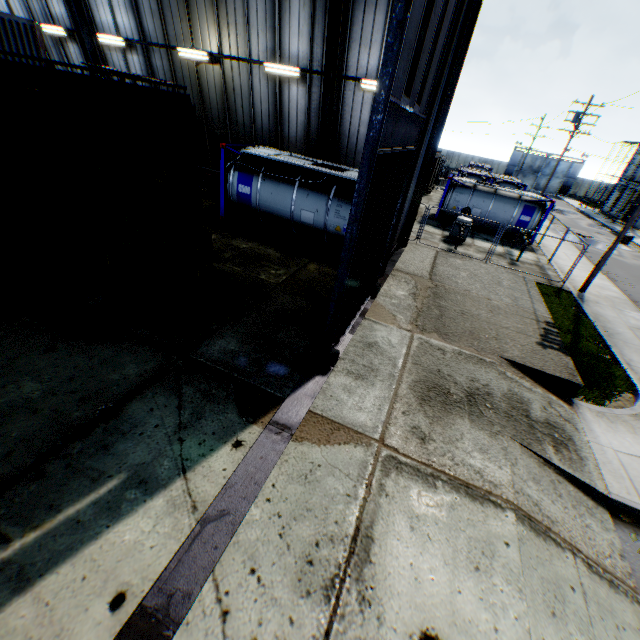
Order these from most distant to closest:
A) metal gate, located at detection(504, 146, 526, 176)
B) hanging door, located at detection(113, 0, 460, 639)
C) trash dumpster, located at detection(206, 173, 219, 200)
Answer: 1. metal gate, located at detection(504, 146, 526, 176)
2. trash dumpster, located at detection(206, 173, 219, 200)
3. hanging door, located at detection(113, 0, 460, 639)

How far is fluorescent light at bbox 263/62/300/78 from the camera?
12.8m

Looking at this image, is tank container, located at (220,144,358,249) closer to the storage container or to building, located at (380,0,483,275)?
building, located at (380,0,483,275)

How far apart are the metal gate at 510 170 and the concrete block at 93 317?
70.9 meters

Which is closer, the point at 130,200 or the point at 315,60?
the point at 130,200

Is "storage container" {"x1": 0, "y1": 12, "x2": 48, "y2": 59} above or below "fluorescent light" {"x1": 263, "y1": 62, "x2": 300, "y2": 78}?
below

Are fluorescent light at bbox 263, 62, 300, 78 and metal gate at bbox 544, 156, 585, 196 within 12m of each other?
no

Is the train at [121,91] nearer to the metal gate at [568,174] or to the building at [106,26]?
the building at [106,26]
